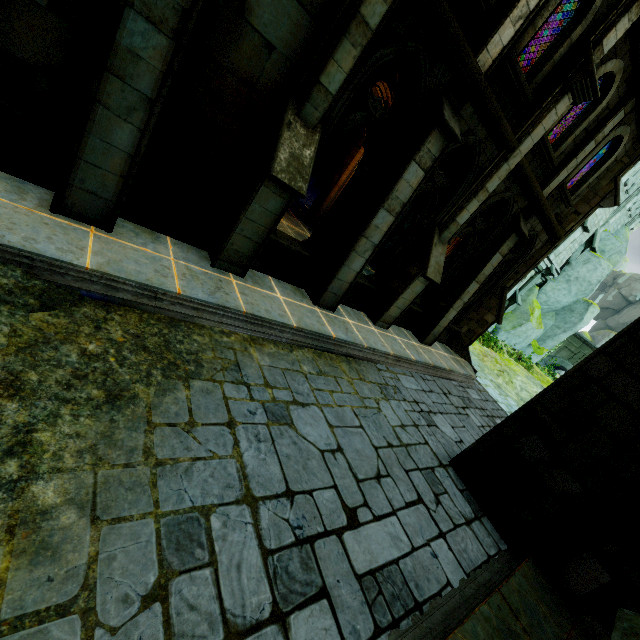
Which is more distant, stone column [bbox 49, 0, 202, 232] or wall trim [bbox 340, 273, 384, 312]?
wall trim [bbox 340, 273, 384, 312]

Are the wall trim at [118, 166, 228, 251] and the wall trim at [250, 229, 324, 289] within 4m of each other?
yes

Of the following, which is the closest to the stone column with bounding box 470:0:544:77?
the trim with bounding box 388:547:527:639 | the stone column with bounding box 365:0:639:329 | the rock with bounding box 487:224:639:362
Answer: the stone column with bounding box 365:0:639:329

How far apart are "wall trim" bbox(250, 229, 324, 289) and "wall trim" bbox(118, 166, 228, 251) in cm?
56

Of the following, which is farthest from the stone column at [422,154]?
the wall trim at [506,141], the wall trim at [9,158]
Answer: the wall trim at [9,158]

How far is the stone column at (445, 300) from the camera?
9.8m

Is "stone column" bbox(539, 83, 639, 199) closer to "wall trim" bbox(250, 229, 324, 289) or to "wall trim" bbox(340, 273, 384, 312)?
"wall trim" bbox(340, 273, 384, 312)

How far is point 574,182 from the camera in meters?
10.4 m
